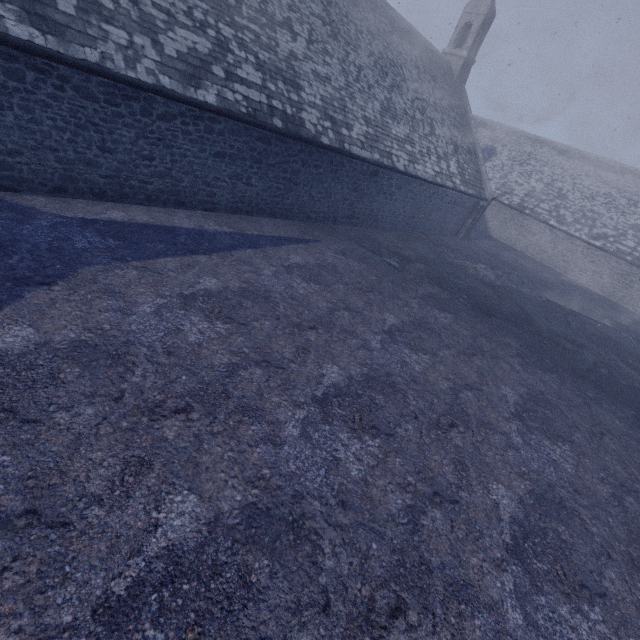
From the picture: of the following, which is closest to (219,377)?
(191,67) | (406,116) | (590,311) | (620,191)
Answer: (191,67)
